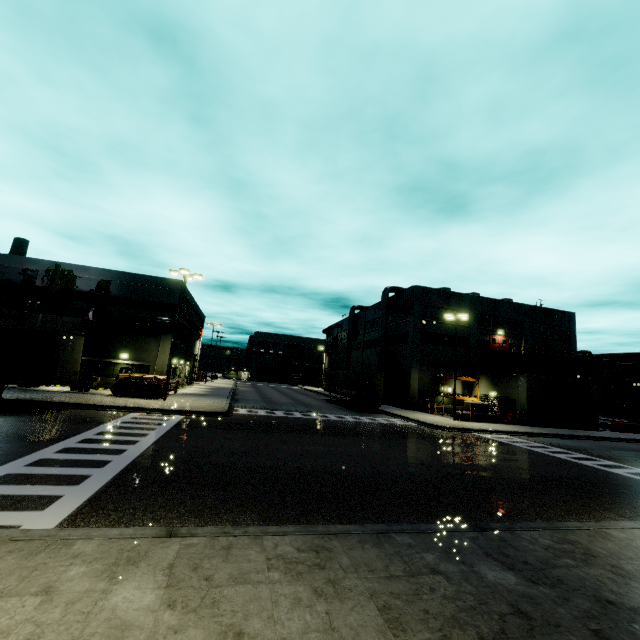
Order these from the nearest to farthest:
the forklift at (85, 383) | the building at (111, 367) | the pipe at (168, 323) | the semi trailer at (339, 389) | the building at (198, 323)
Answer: the forklift at (85, 383) < the pipe at (168, 323) < the building at (111, 367) < the semi trailer at (339, 389) < the building at (198, 323)

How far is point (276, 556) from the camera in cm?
496

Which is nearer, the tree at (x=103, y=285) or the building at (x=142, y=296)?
the building at (x=142, y=296)

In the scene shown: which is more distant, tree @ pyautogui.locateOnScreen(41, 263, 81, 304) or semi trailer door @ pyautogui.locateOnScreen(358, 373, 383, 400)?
semi trailer door @ pyautogui.locateOnScreen(358, 373, 383, 400)

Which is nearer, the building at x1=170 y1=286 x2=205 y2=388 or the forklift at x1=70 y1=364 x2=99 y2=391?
the forklift at x1=70 y1=364 x2=99 y2=391

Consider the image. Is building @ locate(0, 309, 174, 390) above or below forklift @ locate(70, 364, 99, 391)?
above

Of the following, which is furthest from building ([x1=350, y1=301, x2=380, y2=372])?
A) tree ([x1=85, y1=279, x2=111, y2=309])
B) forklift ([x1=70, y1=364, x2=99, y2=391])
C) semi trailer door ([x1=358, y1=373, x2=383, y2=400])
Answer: semi trailer door ([x1=358, y1=373, x2=383, y2=400])

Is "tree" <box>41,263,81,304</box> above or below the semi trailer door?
above
